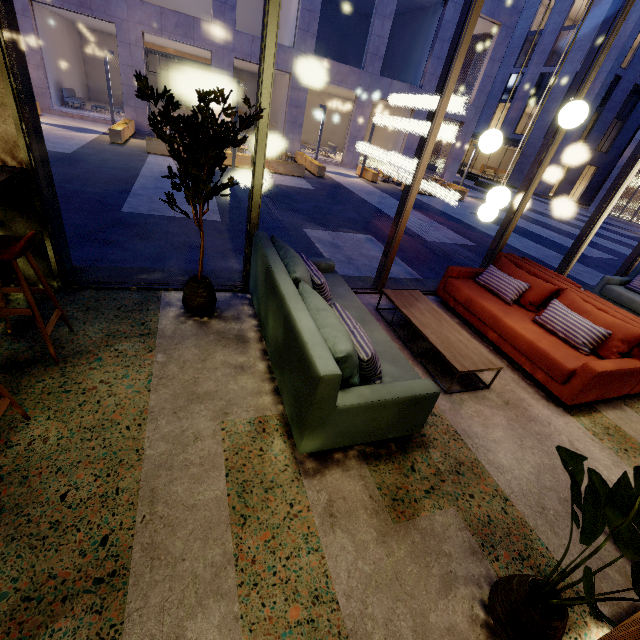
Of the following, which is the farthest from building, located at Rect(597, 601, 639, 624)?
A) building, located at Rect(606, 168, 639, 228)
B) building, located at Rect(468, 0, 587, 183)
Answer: building, located at Rect(468, 0, 587, 183)

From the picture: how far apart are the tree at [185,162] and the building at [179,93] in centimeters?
2530cm

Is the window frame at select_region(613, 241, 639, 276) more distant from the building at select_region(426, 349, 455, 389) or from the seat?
the seat

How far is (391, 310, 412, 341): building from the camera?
4.1 meters

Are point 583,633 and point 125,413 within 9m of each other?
yes

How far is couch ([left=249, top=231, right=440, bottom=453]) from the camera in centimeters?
206cm

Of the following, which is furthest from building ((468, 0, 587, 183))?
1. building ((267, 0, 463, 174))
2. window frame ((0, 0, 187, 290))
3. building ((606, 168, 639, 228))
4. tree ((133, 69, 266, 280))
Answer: tree ((133, 69, 266, 280))

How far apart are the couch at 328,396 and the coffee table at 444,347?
0.59m
